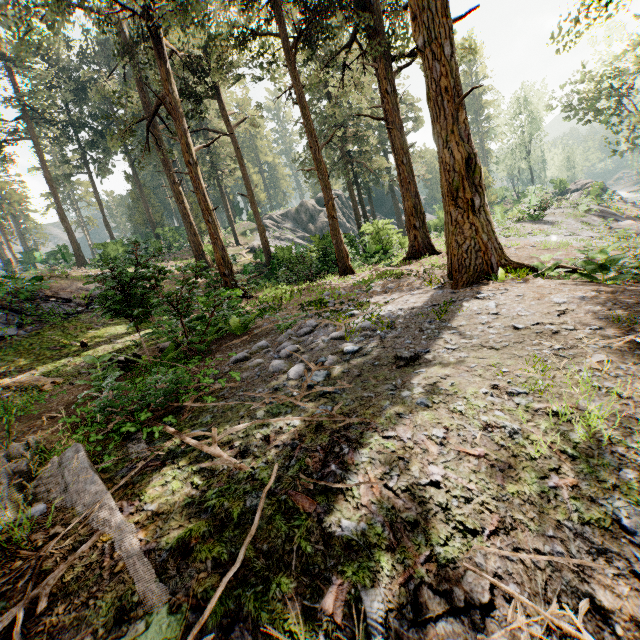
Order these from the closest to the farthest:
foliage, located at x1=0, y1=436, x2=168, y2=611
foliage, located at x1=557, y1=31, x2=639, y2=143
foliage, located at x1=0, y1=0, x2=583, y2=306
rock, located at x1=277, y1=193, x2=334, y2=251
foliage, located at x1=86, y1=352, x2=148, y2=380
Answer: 1. foliage, located at x1=0, y1=436, x2=168, y2=611
2. foliage, located at x1=86, y1=352, x2=148, y2=380
3. foliage, located at x1=0, y1=0, x2=583, y2=306
4. rock, located at x1=277, y1=193, x2=334, y2=251
5. foliage, located at x1=557, y1=31, x2=639, y2=143

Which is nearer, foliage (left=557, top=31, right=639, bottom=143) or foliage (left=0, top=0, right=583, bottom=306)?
foliage (left=0, top=0, right=583, bottom=306)

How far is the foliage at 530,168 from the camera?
55.2m

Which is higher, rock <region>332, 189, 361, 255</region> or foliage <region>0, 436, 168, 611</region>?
rock <region>332, 189, 361, 255</region>

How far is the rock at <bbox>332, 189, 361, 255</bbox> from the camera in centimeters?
2314cm

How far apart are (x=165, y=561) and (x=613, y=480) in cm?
338

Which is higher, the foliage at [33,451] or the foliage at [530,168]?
the foliage at [530,168]
